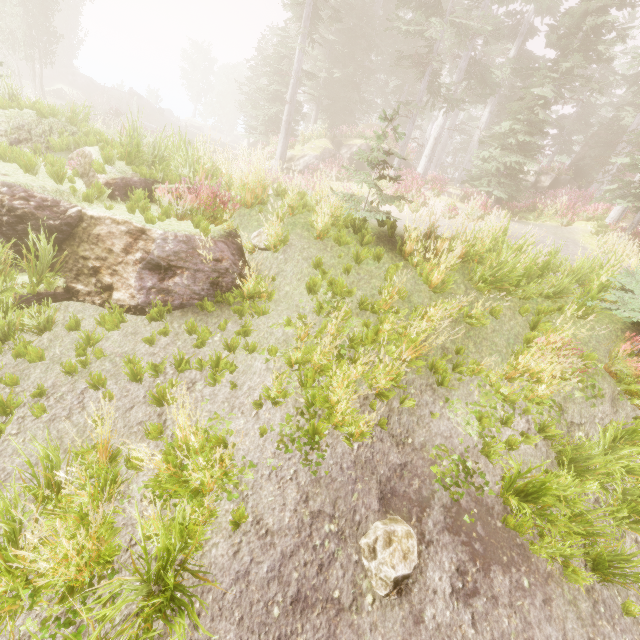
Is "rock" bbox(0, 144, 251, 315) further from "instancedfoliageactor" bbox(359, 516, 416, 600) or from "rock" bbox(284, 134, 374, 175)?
"rock" bbox(284, 134, 374, 175)

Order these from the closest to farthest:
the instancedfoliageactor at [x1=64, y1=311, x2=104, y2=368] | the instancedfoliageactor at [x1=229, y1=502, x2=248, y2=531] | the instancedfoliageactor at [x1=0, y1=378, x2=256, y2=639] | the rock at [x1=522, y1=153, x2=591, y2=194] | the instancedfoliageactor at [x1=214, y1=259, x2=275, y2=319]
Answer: the instancedfoliageactor at [x1=0, y1=378, x2=256, y2=639] < the instancedfoliageactor at [x1=229, y1=502, x2=248, y2=531] < the instancedfoliageactor at [x1=64, y1=311, x2=104, y2=368] < the instancedfoliageactor at [x1=214, y1=259, x2=275, y2=319] < the rock at [x1=522, y1=153, x2=591, y2=194]

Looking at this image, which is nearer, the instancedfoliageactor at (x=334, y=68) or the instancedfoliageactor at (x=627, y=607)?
the instancedfoliageactor at (x=627, y=607)

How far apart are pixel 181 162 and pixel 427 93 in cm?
1633

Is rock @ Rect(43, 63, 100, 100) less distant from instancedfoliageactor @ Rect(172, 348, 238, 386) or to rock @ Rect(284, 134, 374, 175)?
instancedfoliageactor @ Rect(172, 348, 238, 386)

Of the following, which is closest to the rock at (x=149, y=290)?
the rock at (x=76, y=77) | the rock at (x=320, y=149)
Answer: the rock at (x=320, y=149)

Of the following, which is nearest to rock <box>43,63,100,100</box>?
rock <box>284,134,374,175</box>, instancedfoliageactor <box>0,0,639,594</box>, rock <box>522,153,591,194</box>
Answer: instancedfoliageactor <box>0,0,639,594</box>

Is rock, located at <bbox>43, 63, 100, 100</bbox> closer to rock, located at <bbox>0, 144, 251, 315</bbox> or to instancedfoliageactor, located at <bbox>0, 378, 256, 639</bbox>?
instancedfoliageactor, located at <bbox>0, 378, 256, 639</bbox>
